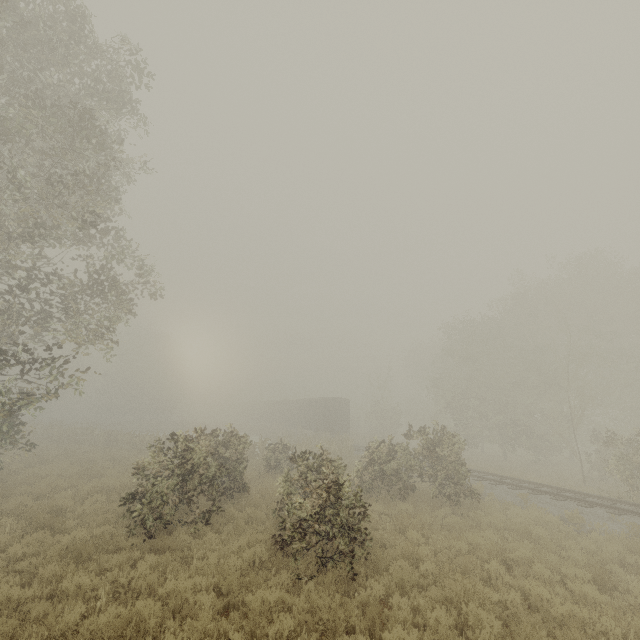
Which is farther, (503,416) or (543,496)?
(503,416)

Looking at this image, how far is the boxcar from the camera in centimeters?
3591cm

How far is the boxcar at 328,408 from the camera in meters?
35.9 m
